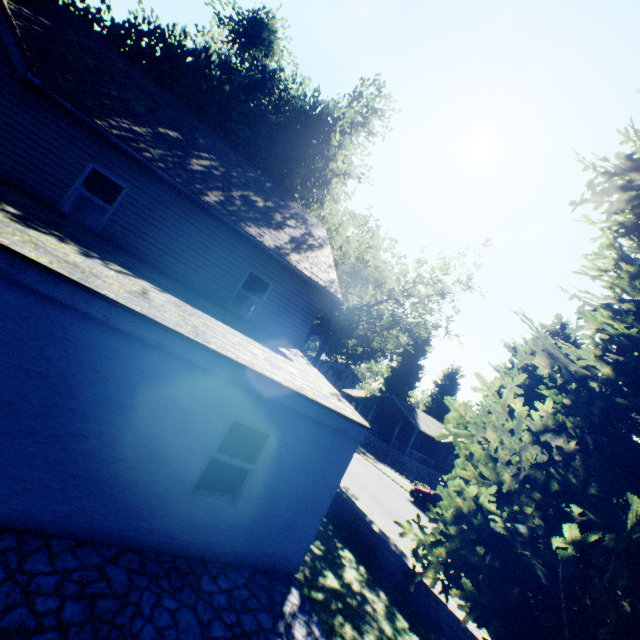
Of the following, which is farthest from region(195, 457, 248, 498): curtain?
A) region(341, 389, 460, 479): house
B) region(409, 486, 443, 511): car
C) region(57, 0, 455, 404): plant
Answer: region(341, 389, 460, 479): house

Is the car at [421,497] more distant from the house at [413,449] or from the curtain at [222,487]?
the curtain at [222,487]

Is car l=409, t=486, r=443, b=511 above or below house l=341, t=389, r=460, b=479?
below

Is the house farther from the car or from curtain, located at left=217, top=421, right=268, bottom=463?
curtain, located at left=217, top=421, right=268, bottom=463

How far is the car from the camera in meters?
19.1 m

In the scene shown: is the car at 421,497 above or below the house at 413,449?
below

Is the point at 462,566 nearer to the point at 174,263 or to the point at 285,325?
the point at 285,325

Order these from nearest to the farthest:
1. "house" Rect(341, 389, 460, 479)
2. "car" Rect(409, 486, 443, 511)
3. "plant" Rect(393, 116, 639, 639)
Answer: "plant" Rect(393, 116, 639, 639) → "car" Rect(409, 486, 443, 511) → "house" Rect(341, 389, 460, 479)
